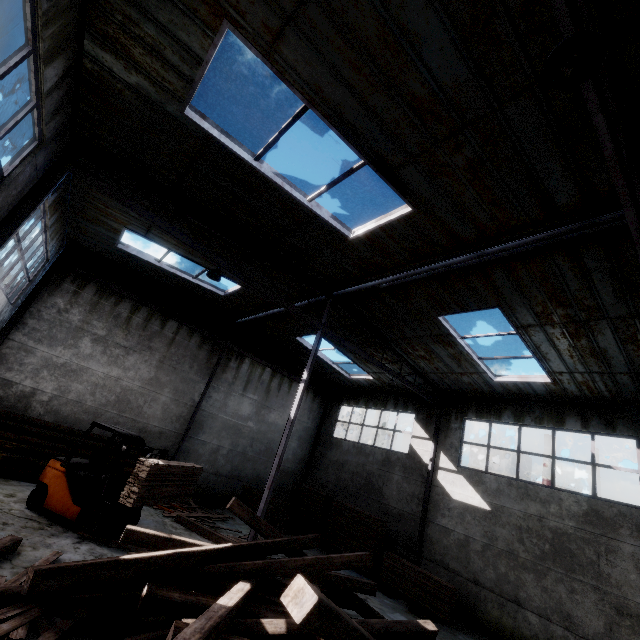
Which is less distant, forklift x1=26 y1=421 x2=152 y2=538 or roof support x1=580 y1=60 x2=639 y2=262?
roof support x1=580 y1=60 x2=639 y2=262

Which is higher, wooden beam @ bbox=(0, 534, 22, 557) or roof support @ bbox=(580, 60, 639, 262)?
roof support @ bbox=(580, 60, 639, 262)

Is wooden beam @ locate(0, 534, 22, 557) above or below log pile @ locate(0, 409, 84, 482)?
below

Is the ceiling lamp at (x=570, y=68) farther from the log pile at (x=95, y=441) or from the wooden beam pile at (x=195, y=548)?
the log pile at (x=95, y=441)

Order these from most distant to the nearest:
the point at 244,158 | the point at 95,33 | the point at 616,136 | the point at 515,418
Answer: the point at 515,418, the point at 244,158, the point at 95,33, the point at 616,136

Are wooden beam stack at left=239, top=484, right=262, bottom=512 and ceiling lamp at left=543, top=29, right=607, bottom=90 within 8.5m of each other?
no

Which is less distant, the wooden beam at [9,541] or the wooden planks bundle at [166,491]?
the wooden beam at [9,541]
